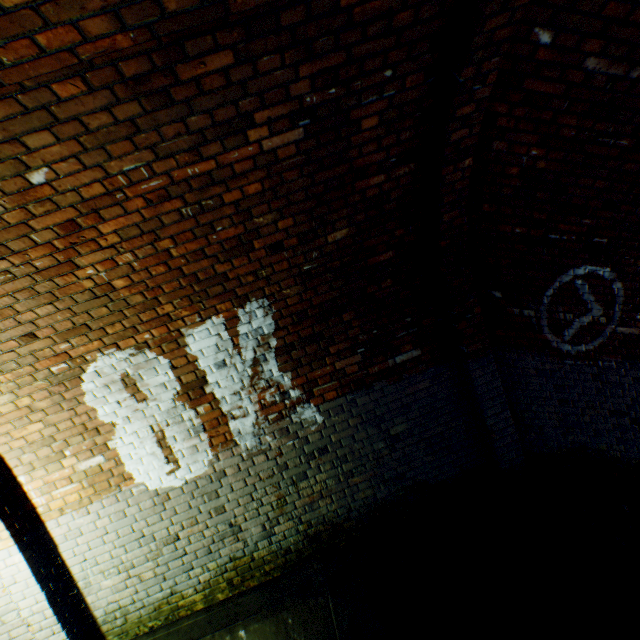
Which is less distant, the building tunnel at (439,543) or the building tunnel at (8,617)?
the building tunnel at (439,543)

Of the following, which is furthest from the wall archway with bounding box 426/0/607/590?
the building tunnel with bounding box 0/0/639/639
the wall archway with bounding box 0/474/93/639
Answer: the wall archway with bounding box 0/474/93/639

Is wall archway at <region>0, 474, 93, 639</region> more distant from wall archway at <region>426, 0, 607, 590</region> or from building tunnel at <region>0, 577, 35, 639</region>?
wall archway at <region>426, 0, 607, 590</region>

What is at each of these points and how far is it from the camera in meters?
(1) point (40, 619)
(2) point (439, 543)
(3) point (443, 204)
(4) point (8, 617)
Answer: (1) wall archway, 3.1
(2) building tunnel, 3.5
(3) wall archway, 2.8
(4) building tunnel, 3.3

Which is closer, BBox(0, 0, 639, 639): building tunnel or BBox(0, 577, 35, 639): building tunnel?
BBox(0, 0, 639, 639): building tunnel

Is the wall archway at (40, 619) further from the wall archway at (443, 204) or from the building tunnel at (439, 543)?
the wall archway at (443, 204)
